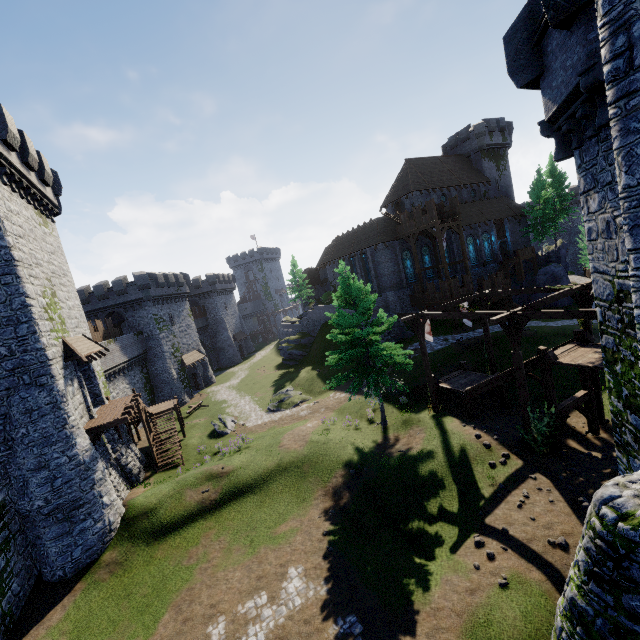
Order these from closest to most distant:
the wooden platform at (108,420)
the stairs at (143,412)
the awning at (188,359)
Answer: the wooden platform at (108,420) → the stairs at (143,412) → the awning at (188,359)

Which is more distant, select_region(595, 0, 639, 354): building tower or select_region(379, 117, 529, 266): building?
select_region(379, 117, 529, 266): building

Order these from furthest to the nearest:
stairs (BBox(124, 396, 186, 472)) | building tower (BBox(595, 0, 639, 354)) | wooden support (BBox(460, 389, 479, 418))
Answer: stairs (BBox(124, 396, 186, 472)) < wooden support (BBox(460, 389, 479, 418)) < building tower (BBox(595, 0, 639, 354))

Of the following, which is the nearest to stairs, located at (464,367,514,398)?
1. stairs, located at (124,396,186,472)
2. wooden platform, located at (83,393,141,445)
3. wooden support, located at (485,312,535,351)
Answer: wooden support, located at (485,312,535,351)

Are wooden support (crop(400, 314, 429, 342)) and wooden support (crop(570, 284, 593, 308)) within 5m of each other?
no

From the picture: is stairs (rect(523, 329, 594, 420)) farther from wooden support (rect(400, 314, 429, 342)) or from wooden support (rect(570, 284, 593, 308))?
wooden support (rect(400, 314, 429, 342))

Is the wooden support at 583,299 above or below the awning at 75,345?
below

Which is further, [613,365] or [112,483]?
[112,483]
